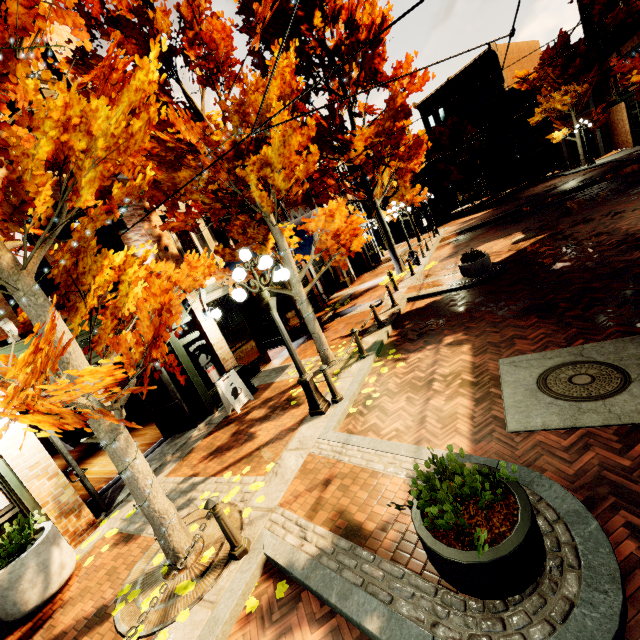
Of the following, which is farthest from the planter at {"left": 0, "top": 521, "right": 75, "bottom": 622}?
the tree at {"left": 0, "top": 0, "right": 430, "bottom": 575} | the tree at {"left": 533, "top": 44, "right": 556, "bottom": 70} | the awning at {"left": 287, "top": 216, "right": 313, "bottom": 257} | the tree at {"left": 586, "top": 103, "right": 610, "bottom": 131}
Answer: the tree at {"left": 586, "top": 103, "right": 610, "bottom": 131}

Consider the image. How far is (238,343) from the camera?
11.1m

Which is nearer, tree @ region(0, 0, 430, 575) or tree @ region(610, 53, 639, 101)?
tree @ region(0, 0, 430, 575)

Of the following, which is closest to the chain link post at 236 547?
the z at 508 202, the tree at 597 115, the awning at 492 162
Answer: the z at 508 202

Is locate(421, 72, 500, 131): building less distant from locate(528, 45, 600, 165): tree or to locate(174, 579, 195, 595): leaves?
locate(528, 45, 600, 165): tree

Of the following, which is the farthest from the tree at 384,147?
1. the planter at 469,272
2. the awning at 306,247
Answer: the planter at 469,272

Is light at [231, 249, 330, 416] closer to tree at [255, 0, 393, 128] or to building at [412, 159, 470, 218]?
tree at [255, 0, 393, 128]

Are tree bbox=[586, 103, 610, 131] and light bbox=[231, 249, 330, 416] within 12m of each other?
no
